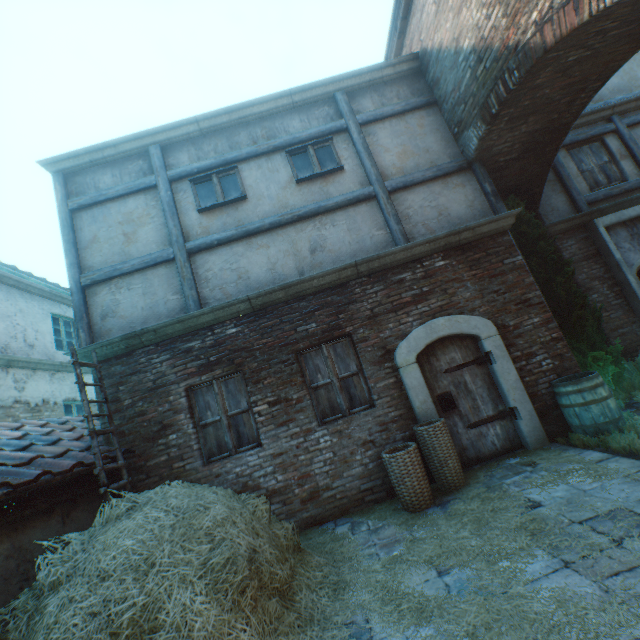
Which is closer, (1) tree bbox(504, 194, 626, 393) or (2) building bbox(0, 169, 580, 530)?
(2) building bbox(0, 169, 580, 530)

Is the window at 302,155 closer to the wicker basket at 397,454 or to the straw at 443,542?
the wicker basket at 397,454

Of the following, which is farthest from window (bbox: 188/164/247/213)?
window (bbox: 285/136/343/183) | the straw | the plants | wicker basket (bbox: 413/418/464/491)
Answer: the plants

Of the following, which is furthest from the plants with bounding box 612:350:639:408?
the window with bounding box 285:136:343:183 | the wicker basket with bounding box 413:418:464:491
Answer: the window with bounding box 285:136:343:183

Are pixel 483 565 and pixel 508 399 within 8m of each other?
yes

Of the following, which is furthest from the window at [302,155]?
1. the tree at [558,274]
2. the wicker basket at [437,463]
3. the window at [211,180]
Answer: the wicker basket at [437,463]

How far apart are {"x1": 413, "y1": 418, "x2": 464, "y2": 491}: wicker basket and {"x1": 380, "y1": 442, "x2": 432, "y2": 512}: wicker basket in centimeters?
13cm

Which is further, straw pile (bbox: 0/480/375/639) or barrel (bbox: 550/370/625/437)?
barrel (bbox: 550/370/625/437)
